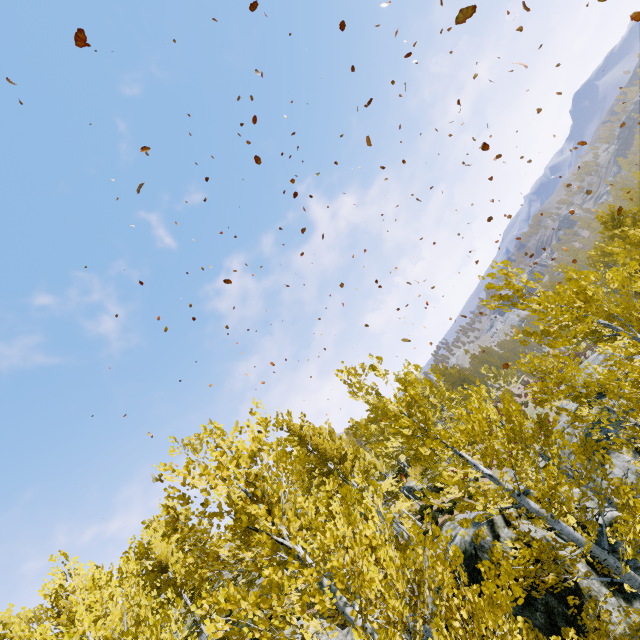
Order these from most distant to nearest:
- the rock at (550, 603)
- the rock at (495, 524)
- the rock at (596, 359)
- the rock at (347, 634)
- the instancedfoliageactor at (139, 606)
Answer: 1. the rock at (596, 359)
2. the rock at (347, 634)
3. the rock at (495, 524)
4. the rock at (550, 603)
5. the instancedfoliageactor at (139, 606)

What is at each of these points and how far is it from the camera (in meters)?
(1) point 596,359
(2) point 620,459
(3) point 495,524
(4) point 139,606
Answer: (1) rock, 28.72
(2) rock, 10.80
(3) rock, 8.09
(4) instancedfoliageactor, 3.67

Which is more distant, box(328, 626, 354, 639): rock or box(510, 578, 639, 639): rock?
box(328, 626, 354, 639): rock

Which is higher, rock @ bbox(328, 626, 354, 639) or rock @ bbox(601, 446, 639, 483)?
rock @ bbox(328, 626, 354, 639)

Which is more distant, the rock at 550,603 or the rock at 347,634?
the rock at 347,634

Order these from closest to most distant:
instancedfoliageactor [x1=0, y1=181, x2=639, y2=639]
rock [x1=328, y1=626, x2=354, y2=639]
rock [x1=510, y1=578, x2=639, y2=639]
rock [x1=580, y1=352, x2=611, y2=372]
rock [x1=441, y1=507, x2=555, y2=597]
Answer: instancedfoliageactor [x1=0, y1=181, x2=639, y2=639], rock [x1=510, y1=578, x2=639, y2=639], rock [x1=441, y1=507, x2=555, y2=597], rock [x1=328, y1=626, x2=354, y2=639], rock [x1=580, y1=352, x2=611, y2=372]
